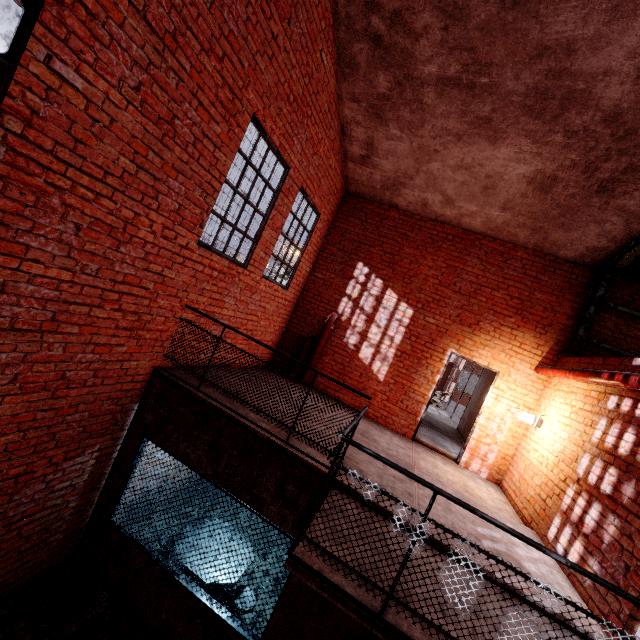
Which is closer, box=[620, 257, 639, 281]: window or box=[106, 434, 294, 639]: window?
box=[106, 434, 294, 639]: window

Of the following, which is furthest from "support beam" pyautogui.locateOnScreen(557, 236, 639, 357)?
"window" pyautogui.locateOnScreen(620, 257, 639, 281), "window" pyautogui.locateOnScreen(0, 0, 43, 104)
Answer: "window" pyautogui.locateOnScreen(0, 0, 43, 104)

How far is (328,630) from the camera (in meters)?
3.66

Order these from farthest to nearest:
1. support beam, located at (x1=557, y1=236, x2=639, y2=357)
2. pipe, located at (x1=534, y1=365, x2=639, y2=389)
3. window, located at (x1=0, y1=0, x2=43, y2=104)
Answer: support beam, located at (x1=557, y1=236, x2=639, y2=357) < pipe, located at (x1=534, y1=365, x2=639, y2=389) < window, located at (x1=0, y1=0, x2=43, y2=104)

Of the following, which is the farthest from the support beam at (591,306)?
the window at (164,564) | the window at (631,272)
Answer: the window at (164,564)

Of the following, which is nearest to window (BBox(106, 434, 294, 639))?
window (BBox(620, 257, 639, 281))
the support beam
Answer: the support beam

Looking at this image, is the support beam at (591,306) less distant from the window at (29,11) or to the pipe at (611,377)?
the pipe at (611,377)

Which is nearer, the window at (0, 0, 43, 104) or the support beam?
the window at (0, 0, 43, 104)
